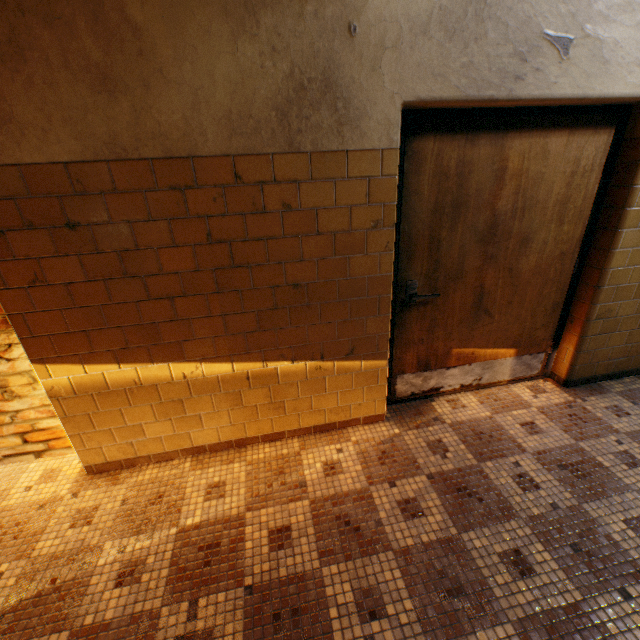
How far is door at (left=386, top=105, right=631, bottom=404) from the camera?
2.1 meters

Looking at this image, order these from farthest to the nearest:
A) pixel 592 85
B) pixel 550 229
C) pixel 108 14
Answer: pixel 550 229, pixel 592 85, pixel 108 14

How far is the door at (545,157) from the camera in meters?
2.1
